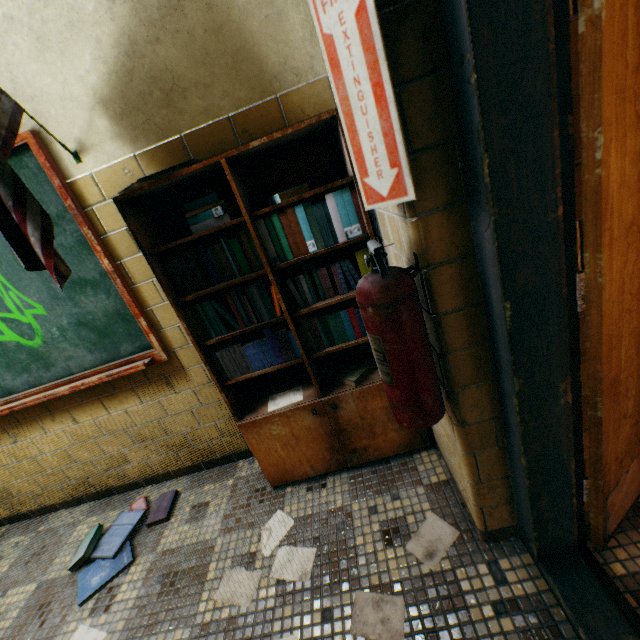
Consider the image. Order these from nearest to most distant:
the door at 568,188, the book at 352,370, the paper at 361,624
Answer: the door at 568,188 < the paper at 361,624 < the book at 352,370

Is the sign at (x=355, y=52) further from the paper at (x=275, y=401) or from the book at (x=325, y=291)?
the paper at (x=275, y=401)

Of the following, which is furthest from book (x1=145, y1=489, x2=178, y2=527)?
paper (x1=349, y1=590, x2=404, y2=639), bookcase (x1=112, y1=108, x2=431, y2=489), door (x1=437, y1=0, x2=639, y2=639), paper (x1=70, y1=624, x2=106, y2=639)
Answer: door (x1=437, y1=0, x2=639, y2=639)

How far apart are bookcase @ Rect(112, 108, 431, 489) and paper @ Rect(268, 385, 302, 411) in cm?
2

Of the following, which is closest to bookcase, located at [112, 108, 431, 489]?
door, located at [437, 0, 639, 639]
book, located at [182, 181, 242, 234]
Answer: book, located at [182, 181, 242, 234]

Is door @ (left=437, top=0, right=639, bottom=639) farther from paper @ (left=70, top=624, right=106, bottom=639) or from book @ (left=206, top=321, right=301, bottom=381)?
paper @ (left=70, top=624, right=106, bottom=639)

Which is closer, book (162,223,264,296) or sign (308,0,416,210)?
sign (308,0,416,210)

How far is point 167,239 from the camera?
1.6m
